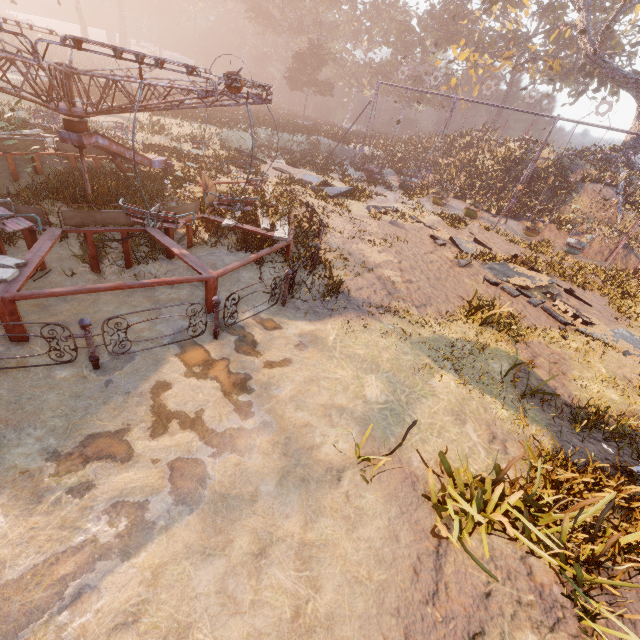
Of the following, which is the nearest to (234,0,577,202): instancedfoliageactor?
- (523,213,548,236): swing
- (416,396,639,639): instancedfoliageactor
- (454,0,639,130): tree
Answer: (523,213,548,236): swing

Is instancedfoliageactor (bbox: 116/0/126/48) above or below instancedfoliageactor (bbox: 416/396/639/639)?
above

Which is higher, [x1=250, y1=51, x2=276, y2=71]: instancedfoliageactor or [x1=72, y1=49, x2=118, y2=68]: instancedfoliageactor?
[x1=250, y1=51, x2=276, y2=71]: instancedfoliageactor

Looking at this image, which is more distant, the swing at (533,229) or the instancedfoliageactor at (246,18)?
the instancedfoliageactor at (246,18)

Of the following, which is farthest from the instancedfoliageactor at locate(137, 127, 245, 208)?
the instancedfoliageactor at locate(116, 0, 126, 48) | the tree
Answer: the tree

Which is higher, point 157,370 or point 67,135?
point 67,135

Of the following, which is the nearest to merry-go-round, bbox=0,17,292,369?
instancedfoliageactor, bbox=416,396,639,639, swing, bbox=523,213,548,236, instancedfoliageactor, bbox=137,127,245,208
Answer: instancedfoliageactor, bbox=137,127,245,208

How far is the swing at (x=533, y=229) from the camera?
19.41m
